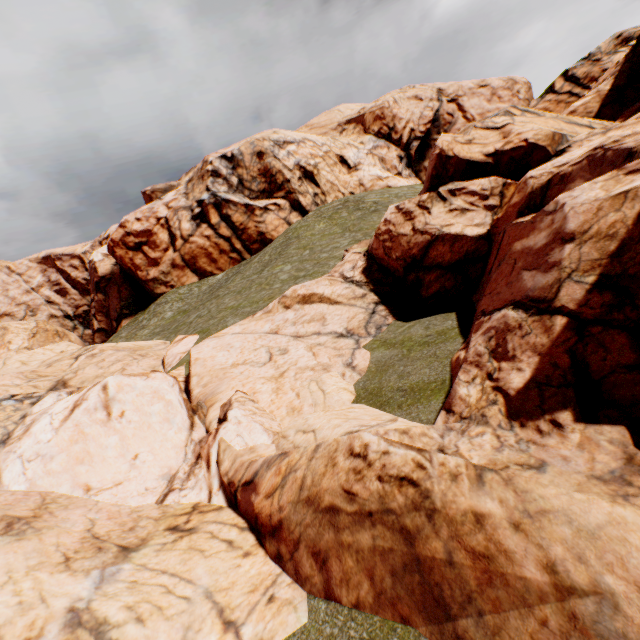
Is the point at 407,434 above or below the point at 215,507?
above
